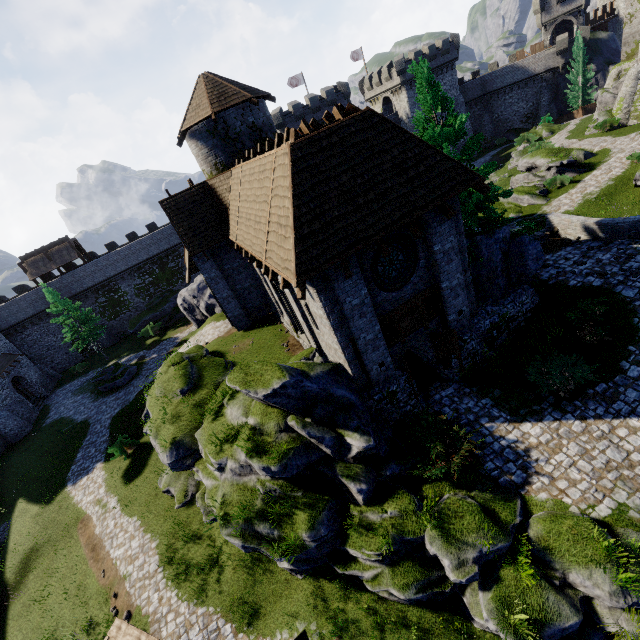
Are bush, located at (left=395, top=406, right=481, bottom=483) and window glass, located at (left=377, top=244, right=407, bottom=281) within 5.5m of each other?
yes

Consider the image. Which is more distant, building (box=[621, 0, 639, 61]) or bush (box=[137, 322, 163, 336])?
bush (box=[137, 322, 163, 336])

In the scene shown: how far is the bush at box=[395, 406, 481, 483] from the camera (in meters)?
10.02

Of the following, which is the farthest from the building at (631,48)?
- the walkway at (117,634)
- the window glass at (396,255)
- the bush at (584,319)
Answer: the window glass at (396,255)

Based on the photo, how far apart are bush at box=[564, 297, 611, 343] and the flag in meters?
51.7 m

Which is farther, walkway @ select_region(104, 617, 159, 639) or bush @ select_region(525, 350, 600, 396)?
bush @ select_region(525, 350, 600, 396)

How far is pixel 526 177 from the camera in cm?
2783

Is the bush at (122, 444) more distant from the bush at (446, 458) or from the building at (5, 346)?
the bush at (446, 458)
